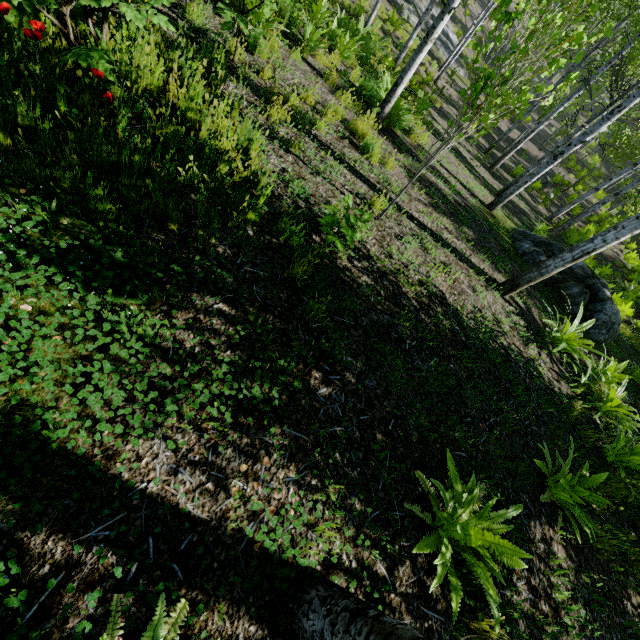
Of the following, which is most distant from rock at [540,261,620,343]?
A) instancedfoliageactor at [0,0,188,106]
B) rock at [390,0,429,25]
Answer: rock at [390,0,429,25]

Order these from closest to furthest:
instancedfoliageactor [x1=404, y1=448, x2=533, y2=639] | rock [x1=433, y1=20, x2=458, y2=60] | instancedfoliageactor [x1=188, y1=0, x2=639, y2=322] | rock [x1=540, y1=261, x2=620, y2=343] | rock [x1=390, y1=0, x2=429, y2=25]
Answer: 1. instancedfoliageactor [x1=404, y1=448, x2=533, y2=639]
2. instancedfoliageactor [x1=188, y1=0, x2=639, y2=322]
3. rock [x1=540, y1=261, x2=620, y2=343]
4. rock [x1=390, y1=0, x2=429, y2=25]
5. rock [x1=433, y1=20, x2=458, y2=60]

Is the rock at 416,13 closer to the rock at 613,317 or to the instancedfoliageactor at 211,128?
the instancedfoliageactor at 211,128

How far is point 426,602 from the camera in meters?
2.3

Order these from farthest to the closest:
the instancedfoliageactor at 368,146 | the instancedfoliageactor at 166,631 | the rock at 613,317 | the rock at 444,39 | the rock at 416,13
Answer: the rock at 444,39 → the rock at 416,13 → the rock at 613,317 → the instancedfoliageactor at 368,146 → the instancedfoliageactor at 166,631

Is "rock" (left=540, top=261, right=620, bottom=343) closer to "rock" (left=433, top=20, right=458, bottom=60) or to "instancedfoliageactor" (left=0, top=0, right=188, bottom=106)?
"instancedfoliageactor" (left=0, top=0, right=188, bottom=106)
